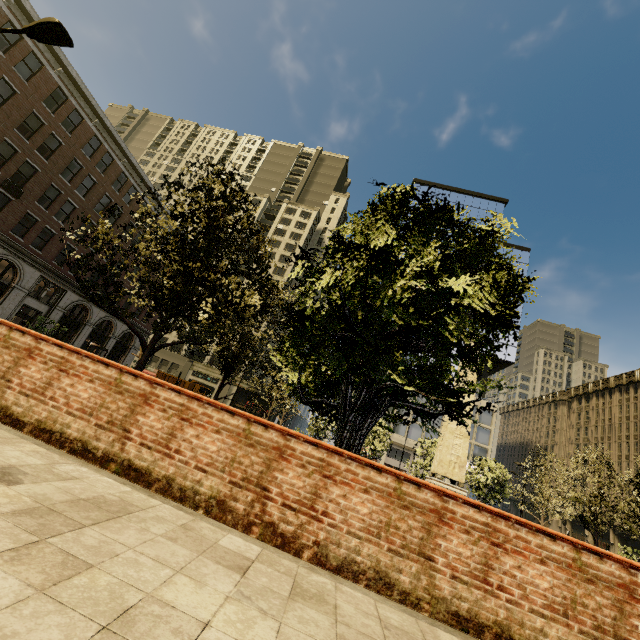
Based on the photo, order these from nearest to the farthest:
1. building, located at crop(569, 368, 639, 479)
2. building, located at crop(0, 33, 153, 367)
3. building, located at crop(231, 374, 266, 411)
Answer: building, located at crop(0, 33, 153, 367) → building, located at crop(569, 368, 639, 479) → building, located at crop(231, 374, 266, 411)

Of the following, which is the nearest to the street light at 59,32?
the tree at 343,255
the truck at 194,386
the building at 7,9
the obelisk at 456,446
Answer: the tree at 343,255

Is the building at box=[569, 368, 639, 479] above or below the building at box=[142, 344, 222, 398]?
above

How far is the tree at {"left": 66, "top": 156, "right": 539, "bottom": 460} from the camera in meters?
4.4 m

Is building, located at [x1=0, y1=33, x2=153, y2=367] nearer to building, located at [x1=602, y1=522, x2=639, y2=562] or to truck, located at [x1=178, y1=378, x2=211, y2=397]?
truck, located at [x1=178, y1=378, x2=211, y2=397]

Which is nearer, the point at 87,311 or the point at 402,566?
the point at 402,566

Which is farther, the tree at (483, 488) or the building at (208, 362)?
the building at (208, 362)

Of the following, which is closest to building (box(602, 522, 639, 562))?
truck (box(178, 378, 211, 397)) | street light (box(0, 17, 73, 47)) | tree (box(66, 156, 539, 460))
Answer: tree (box(66, 156, 539, 460))
